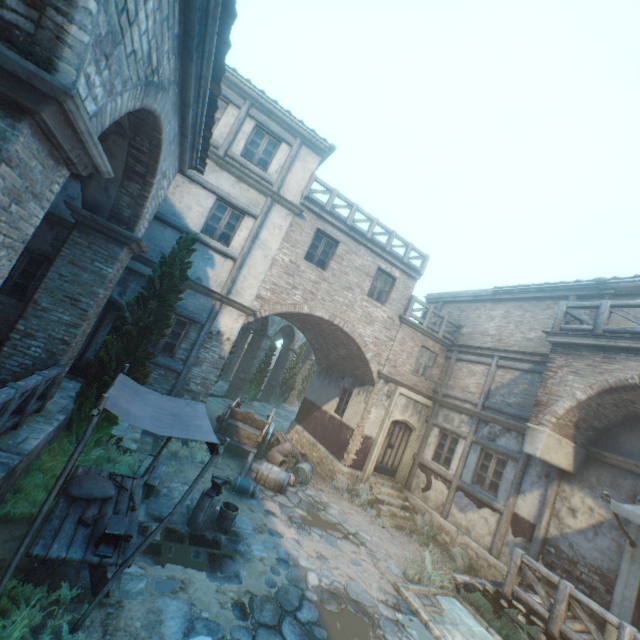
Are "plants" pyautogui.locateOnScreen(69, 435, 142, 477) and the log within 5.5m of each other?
yes

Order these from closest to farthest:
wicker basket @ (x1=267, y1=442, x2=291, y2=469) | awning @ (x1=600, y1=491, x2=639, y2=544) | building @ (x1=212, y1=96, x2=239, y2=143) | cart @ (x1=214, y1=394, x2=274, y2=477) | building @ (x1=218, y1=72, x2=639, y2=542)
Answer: awning @ (x1=600, y1=491, x2=639, y2=544) → building @ (x1=218, y1=72, x2=639, y2=542) → building @ (x1=212, y1=96, x2=239, y2=143) → cart @ (x1=214, y1=394, x2=274, y2=477) → wicker basket @ (x1=267, y1=442, x2=291, y2=469)

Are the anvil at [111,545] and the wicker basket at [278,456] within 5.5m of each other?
no

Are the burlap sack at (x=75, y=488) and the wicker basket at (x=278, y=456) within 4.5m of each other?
no

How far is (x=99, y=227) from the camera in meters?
6.6

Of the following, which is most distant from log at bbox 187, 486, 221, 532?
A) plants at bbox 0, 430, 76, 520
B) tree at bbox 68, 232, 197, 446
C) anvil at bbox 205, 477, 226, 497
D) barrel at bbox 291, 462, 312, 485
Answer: barrel at bbox 291, 462, 312, 485

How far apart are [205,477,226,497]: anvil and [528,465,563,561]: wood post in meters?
8.5 m

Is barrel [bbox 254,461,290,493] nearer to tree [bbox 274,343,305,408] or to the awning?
tree [bbox 274,343,305,408]
